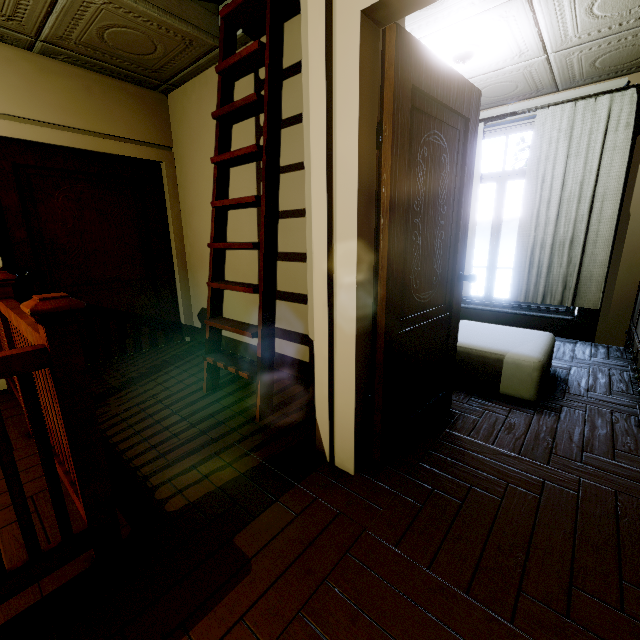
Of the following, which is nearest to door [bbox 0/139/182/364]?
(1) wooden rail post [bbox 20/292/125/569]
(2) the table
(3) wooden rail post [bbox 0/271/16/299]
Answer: (3) wooden rail post [bbox 0/271/16/299]

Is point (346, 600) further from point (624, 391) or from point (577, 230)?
point (577, 230)

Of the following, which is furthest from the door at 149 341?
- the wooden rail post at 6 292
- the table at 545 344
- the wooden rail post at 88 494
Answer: the table at 545 344

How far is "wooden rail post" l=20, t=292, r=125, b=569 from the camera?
1.03m

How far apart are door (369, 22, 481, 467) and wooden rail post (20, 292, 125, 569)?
1.2m

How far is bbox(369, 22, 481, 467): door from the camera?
1.42m

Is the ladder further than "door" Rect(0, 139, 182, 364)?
No

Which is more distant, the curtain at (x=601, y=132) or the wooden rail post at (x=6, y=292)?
the curtain at (x=601, y=132)
